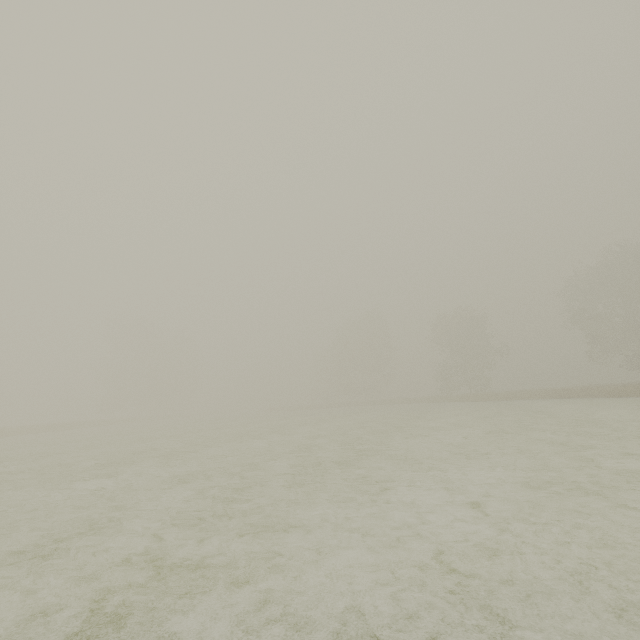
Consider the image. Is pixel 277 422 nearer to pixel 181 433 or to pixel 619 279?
pixel 181 433
